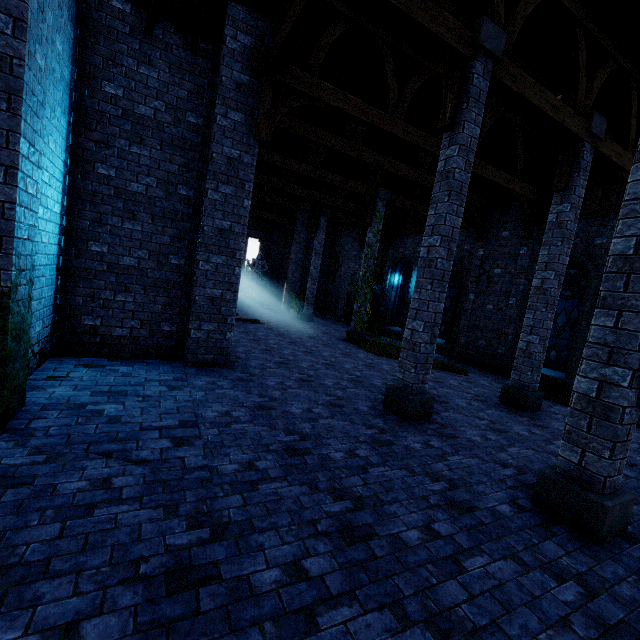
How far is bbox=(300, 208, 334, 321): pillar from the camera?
19.8 meters

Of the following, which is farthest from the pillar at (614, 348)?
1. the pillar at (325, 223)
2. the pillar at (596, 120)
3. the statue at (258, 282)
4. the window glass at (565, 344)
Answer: the statue at (258, 282)

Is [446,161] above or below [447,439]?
above

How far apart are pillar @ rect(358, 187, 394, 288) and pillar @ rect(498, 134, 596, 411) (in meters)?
7.11

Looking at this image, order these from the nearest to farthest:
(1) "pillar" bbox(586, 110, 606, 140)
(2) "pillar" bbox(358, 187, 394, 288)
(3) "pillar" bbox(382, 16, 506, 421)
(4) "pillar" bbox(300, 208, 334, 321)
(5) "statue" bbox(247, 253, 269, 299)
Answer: (3) "pillar" bbox(382, 16, 506, 421)
(1) "pillar" bbox(586, 110, 606, 140)
(2) "pillar" bbox(358, 187, 394, 288)
(4) "pillar" bbox(300, 208, 334, 321)
(5) "statue" bbox(247, 253, 269, 299)

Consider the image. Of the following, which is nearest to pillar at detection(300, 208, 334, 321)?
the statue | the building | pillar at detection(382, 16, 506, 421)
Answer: the building

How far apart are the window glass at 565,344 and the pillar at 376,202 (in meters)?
6.58

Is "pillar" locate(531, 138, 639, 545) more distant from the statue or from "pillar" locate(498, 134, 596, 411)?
the statue
